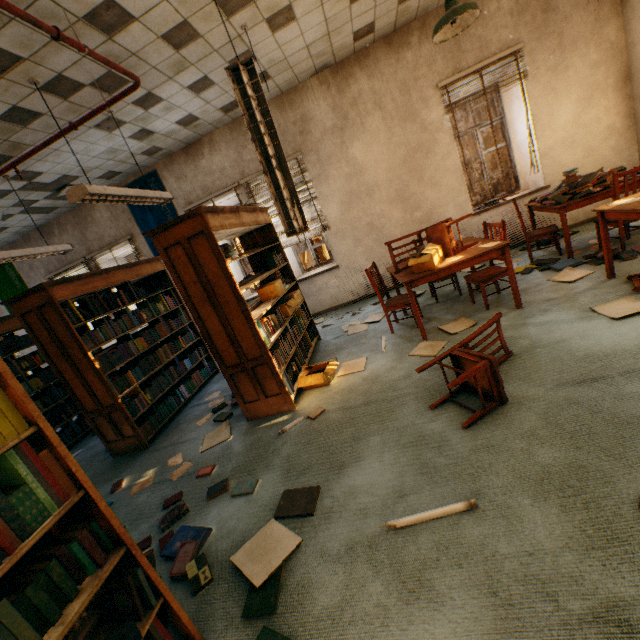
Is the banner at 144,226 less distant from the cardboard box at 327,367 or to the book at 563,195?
the cardboard box at 327,367

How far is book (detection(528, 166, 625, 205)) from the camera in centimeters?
399cm

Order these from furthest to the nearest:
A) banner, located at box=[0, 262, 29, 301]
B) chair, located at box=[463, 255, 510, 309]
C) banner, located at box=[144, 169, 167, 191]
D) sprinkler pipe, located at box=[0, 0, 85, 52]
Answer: banner, located at box=[0, 262, 29, 301] < banner, located at box=[144, 169, 167, 191] < chair, located at box=[463, 255, 510, 309] < sprinkler pipe, located at box=[0, 0, 85, 52]

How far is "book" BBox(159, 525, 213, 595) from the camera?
1.90m

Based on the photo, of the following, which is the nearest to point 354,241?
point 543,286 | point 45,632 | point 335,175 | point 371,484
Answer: point 335,175

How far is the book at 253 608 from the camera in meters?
1.6 m

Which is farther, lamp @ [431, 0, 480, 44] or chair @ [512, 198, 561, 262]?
chair @ [512, 198, 561, 262]

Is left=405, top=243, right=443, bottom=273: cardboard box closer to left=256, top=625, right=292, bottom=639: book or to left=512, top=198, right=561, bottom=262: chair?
left=512, top=198, right=561, bottom=262: chair
